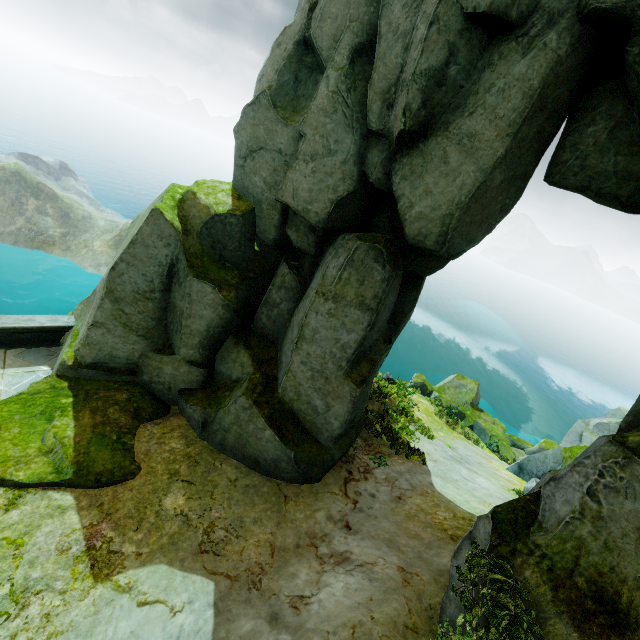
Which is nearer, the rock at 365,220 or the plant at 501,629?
the plant at 501,629

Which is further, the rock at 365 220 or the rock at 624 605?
the rock at 365 220

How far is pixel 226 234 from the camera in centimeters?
993cm

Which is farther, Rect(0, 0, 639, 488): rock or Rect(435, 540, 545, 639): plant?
Rect(0, 0, 639, 488): rock

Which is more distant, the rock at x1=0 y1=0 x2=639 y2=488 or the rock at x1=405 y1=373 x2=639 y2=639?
the rock at x1=0 y1=0 x2=639 y2=488
